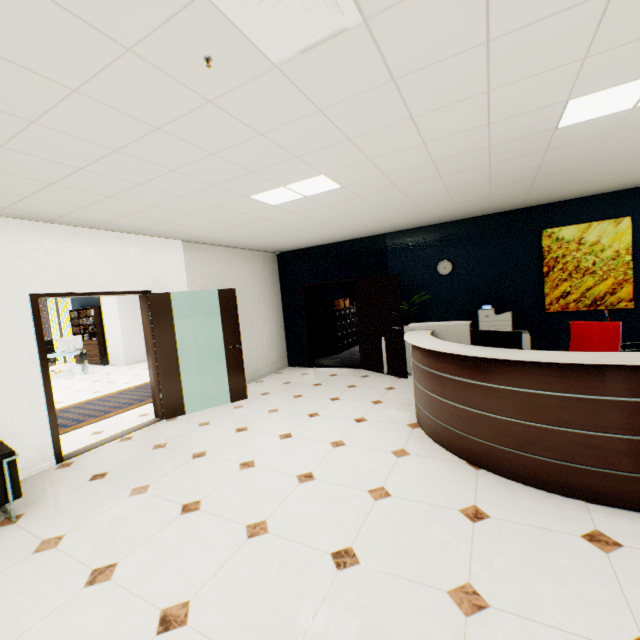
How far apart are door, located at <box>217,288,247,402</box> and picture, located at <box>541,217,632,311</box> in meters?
5.5 m

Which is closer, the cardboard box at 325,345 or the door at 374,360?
the door at 374,360

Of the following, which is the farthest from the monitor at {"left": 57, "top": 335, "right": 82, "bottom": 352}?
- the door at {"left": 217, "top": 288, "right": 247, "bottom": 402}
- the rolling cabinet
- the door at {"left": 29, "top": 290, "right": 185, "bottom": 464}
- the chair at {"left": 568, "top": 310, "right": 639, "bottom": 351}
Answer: the chair at {"left": 568, "top": 310, "right": 639, "bottom": 351}

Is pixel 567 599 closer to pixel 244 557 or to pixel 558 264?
pixel 244 557

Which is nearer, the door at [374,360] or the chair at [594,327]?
the chair at [594,327]

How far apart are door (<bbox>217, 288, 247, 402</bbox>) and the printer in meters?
4.3 m

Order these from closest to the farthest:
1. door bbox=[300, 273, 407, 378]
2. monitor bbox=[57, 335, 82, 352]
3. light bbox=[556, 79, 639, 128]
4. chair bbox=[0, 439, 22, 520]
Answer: light bbox=[556, 79, 639, 128] < chair bbox=[0, 439, 22, 520] < door bbox=[300, 273, 407, 378] < monitor bbox=[57, 335, 82, 352]

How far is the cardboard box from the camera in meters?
9.4
